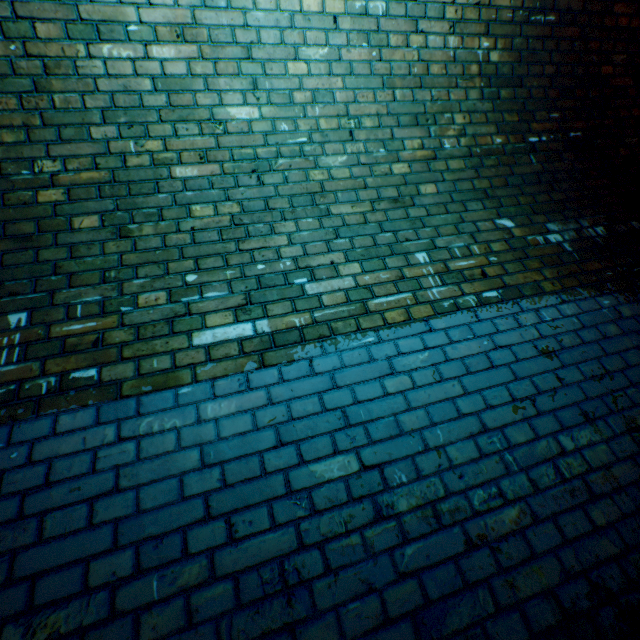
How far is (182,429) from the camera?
1.35m
